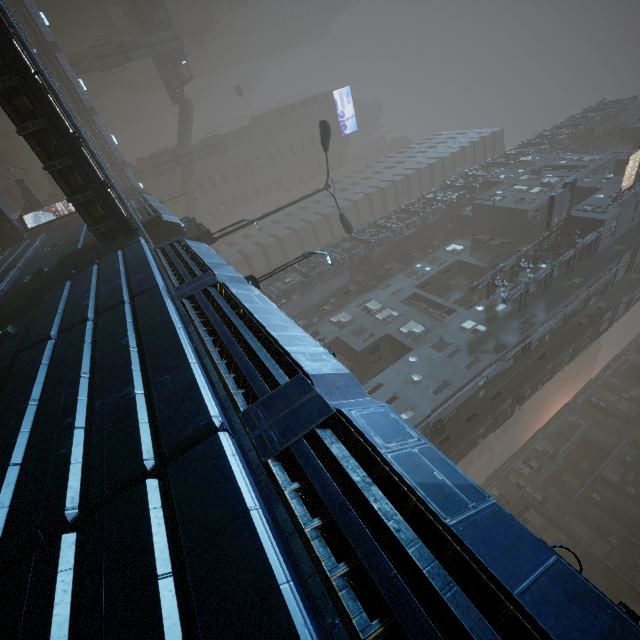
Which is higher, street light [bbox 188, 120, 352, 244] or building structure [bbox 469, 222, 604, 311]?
building structure [bbox 469, 222, 604, 311]

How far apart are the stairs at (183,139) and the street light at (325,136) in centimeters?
4170cm

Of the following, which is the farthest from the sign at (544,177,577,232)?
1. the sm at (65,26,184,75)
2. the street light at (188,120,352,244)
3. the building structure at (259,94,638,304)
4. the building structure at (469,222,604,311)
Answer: the sm at (65,26,184,75)

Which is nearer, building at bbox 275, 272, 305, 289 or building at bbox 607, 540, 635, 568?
building at bbox 607, 540, 635, 568

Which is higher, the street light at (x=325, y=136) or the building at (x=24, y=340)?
the street light at (x=325, y=136)

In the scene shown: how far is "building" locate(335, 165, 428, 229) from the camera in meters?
55.4 m

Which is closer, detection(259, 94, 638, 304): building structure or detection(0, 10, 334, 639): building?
detection(0, 10, 334, 639): building

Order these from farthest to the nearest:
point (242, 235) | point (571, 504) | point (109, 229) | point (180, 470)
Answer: point (242, 235) → point (571, 504) → point (109, 229) → point (180, 470)
